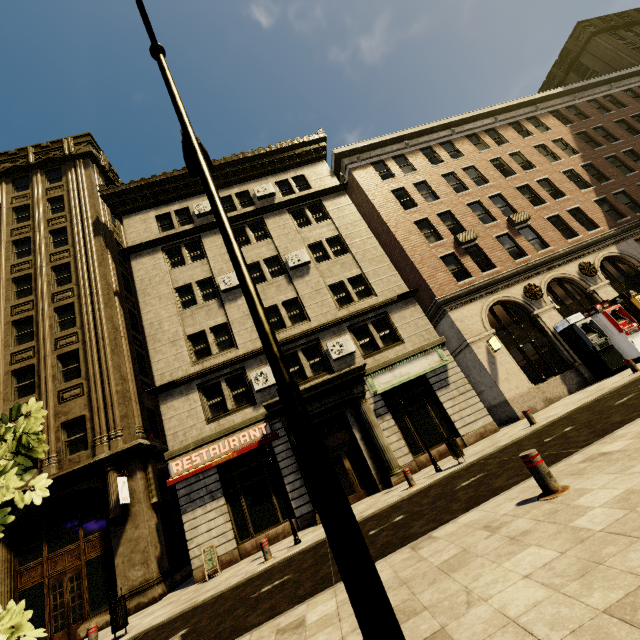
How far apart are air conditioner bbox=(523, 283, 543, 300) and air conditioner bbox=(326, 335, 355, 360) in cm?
1004

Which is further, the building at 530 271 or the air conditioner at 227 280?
the air conditioner at 227 280

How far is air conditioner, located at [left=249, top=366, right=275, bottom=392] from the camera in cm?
1509

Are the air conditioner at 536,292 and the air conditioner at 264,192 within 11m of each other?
no

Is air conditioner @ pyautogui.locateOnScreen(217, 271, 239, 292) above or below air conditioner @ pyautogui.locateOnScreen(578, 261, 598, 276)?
above

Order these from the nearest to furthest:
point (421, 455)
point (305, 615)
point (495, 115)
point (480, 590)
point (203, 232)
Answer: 1. point (480, 590)
2. point (305, 615)
3. point (421, 455)
4. point (203, 232)
5. point (495, 115)

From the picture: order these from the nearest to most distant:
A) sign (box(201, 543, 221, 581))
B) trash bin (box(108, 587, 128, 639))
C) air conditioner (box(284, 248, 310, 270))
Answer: trash bin (box(108, 587, 128, 639))
sign (box(201, 543, 221, 581))
air conditioner (box(284, 248, 310, 270))

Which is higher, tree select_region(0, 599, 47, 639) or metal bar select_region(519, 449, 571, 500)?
tree select_region(0, 599, 47, 639)
